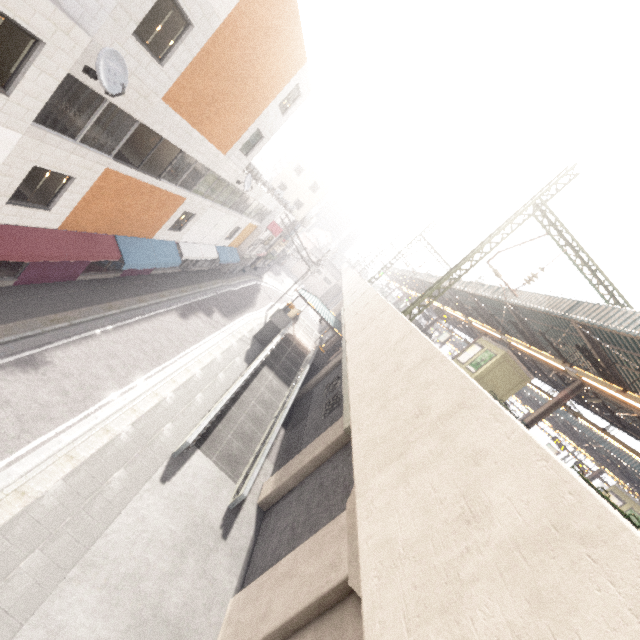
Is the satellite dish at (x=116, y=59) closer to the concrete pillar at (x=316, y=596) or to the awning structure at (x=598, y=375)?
the concrete pillar at (x=316, y=596)

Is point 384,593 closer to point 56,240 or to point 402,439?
point 402,439

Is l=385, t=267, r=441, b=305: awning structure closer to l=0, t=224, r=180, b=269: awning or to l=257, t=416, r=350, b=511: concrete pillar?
l=257, t=416, r=350, b=511: concrete pillar

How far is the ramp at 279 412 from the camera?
13.7 meters

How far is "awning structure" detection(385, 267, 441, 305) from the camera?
30.8m

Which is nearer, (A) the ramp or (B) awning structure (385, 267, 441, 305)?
(A) the ramp

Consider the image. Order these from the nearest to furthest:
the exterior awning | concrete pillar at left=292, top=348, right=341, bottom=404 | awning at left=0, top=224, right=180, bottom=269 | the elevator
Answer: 1. awning at left=0, top=224, right=180, bottom=269
2. the elevator
3. concrete pillar at left=292, top=348, right=341, bottom=404
4. the exterior awning

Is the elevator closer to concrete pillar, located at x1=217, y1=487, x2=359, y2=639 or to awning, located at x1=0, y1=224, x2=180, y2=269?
concrete pillar, located at x1=217, y1=487, x2=359, y2=639
